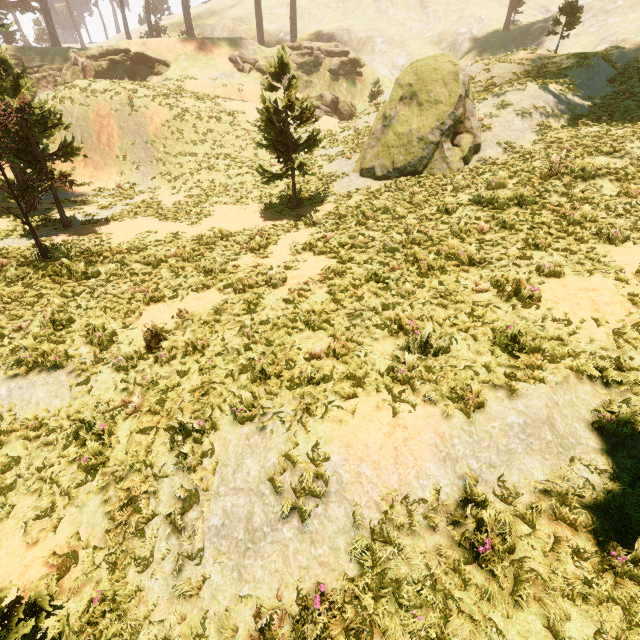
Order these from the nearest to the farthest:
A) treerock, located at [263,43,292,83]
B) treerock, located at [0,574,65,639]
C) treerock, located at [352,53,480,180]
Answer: treerock, located at [0,574,65,639] → treerock, located at [263,43,292,83] → treerock, located at [352,53,480,180]

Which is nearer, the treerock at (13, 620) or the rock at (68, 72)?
the treerock at (13, 620)

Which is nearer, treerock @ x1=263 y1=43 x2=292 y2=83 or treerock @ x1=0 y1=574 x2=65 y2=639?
treerock @ x1=0 y1=574 x2=65 y2=639

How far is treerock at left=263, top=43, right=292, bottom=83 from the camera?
12.5m

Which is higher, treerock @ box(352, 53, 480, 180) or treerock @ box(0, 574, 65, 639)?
treerock @ box(352, 53, 480, 180)

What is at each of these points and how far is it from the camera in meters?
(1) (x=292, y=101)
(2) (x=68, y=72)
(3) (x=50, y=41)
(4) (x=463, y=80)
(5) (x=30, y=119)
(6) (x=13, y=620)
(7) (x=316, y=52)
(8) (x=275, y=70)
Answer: (1) treerock, 13.2
(2) rock, 30.7
(3) treerock, 34.3
(4) treerock, 13.7
(5) treerock, 12.1
(6) treerock, 2.3
(7) rock, 34.4
(8) treerock, 12.9

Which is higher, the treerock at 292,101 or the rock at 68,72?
the rock at 68,72

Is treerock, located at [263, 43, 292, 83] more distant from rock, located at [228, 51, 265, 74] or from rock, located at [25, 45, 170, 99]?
rock, located at [228, 51, 265, 74]
